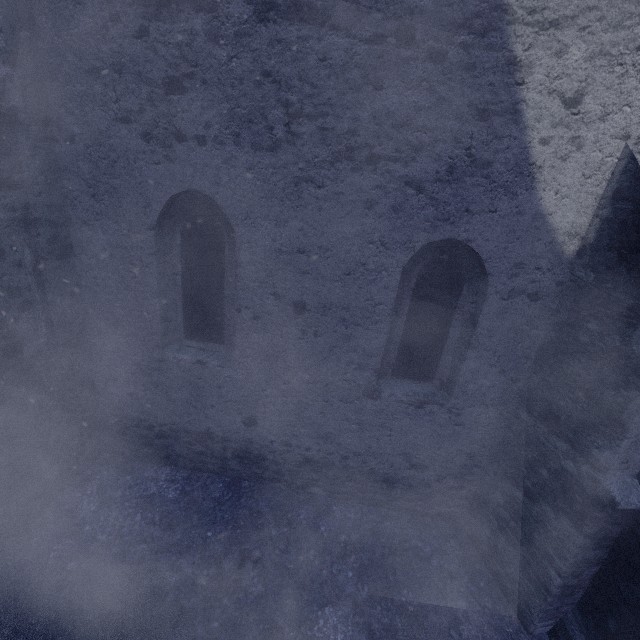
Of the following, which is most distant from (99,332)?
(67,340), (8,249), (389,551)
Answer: (389,551)
